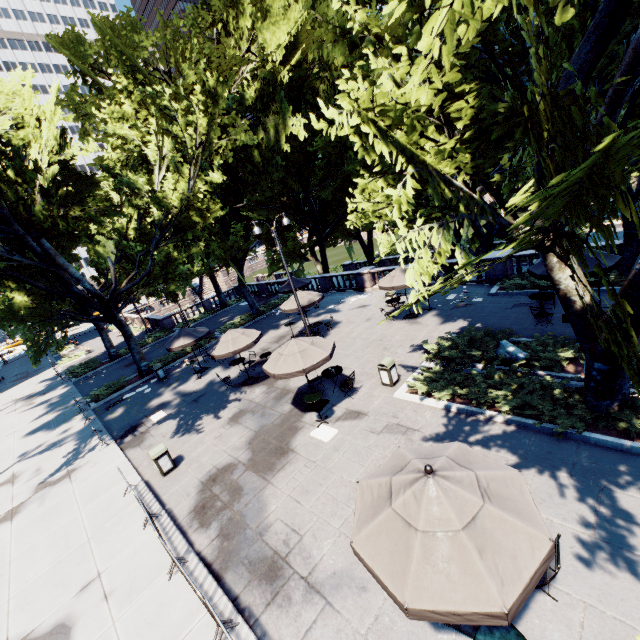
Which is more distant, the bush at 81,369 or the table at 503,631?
the bush at 81,369

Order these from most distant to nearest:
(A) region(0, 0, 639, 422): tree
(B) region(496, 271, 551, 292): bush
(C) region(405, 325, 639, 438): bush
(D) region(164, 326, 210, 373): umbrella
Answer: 1. (D) region(164, 326, 210, 373): umbrella
2. (B) region(496, 271, 551, 292): bush
3. (C) region(405, 325, 639, 438): bush
4. (A) region(0, 0, 639, 422): tree

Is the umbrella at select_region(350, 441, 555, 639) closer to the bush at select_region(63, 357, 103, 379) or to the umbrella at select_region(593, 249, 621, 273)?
the umbrella at select_region(593, 249, 621, 273)

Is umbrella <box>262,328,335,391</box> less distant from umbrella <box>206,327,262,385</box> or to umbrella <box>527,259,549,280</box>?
umbrella <box>206,327,262,385</box>

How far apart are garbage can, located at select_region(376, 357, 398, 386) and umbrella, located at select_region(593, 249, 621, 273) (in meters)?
6.34

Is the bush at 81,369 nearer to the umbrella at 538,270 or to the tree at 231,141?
the tree at 231,141

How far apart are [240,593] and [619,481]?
8.4m

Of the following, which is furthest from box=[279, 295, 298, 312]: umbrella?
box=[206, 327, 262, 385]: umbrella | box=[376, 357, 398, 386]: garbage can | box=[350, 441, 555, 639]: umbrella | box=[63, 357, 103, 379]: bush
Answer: box=[63, 357, 103, 379]: bush
